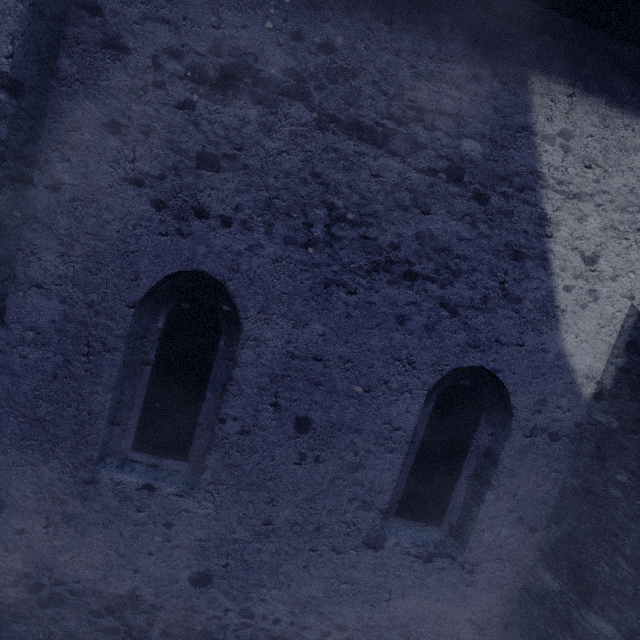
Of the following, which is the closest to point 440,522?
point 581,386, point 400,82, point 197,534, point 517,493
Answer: point 517,493
